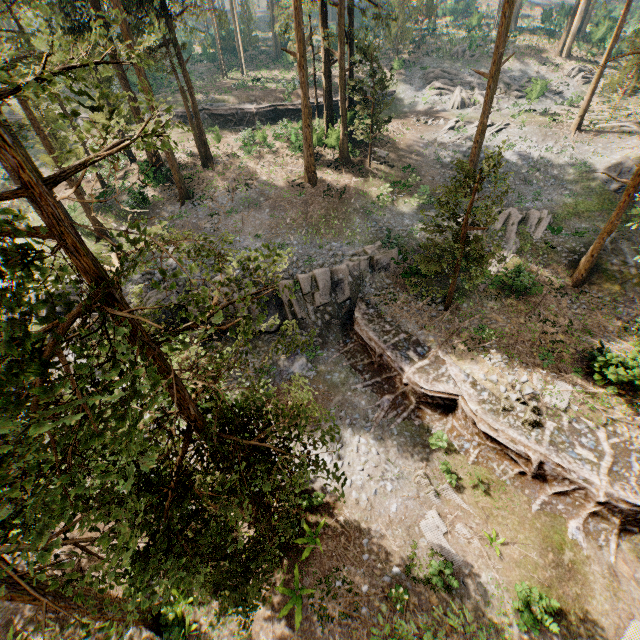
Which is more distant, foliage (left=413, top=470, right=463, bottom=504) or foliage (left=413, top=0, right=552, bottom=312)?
foliage (left=413, top=0, right=552, bottom=312)

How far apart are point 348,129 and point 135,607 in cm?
3215

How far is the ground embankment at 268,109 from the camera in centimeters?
3725cm

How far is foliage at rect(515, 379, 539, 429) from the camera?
14.9 meters

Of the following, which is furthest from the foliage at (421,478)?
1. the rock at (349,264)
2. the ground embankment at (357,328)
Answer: the rock at (349,264)

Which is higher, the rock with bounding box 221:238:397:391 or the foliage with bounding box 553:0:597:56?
the foliage with bounding box 553:0:597:56

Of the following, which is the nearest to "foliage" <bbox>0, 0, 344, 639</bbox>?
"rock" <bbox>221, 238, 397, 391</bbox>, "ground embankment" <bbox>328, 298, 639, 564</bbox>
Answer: "ground embankment" <bbox>328, 298, 639, 564</bbox>
